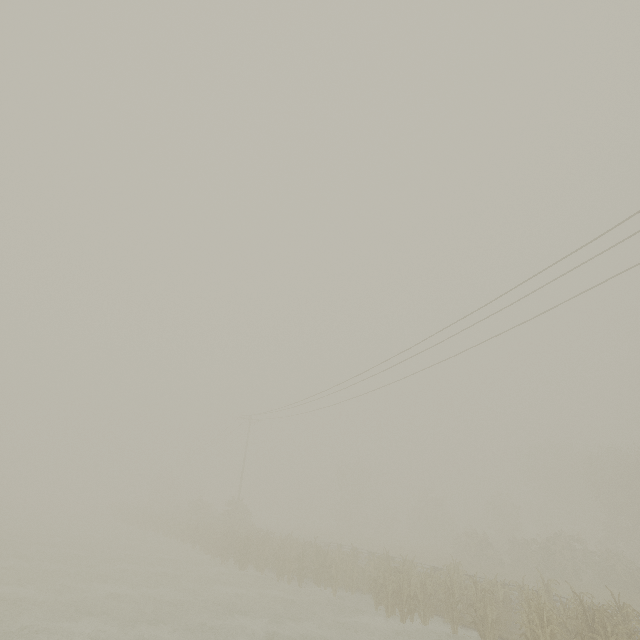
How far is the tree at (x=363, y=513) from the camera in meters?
47.4 m

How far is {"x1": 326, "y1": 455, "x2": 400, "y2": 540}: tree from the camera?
47.41m

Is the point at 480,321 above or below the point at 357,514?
above

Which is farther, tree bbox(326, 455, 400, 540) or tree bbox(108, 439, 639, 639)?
tree bbox(326, 455, 400, 540)

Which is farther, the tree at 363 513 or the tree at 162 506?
the tree at 363 513
